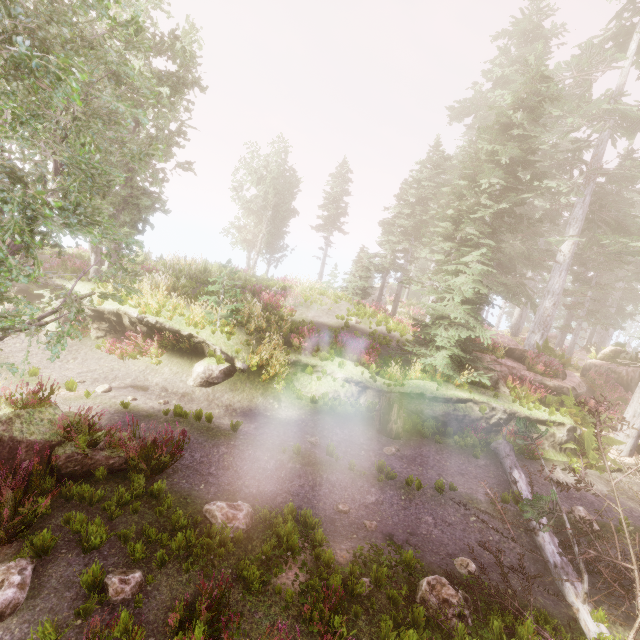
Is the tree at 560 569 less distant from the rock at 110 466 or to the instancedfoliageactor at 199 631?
the instancedfoliageactor at 199 631

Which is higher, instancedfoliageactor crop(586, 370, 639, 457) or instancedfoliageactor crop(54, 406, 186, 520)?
instancedfoliageactor crop(586, 370, 639, 457)

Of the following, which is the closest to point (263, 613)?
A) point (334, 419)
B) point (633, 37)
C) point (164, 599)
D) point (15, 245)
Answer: point (164, 599)

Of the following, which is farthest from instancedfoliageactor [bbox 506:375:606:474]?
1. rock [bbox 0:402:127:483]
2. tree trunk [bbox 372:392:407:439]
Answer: tree trunk [bbox 372:392:407:439]

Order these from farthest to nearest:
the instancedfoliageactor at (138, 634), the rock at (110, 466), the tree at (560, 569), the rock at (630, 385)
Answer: the rock at (630, 385) < the rock at (110, 466) < the tree at (560, 569) < the instancedfoliageactor at (138, 634)

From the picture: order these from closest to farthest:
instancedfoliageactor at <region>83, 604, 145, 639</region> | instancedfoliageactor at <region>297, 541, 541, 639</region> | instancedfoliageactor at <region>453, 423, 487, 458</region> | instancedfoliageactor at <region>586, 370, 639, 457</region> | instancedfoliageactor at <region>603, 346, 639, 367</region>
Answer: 1. instancedfoliageactor at <region>83, 604, 145, 639</region>
2. instancedfoliageactor at <region>297, 541, 541, 639</region>
3. instancedfoliageactor at <region>453, 423, 487, 458</region>
4. instancedfoliageactor at <region>586, 370, 639, 457</region>
5. instancedfoliageactor at <region>603, 346, 639, 367</region>

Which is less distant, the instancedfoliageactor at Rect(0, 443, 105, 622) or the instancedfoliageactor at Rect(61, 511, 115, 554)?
the instancedfoliageactor at Rect(0, 443, 105, 622)

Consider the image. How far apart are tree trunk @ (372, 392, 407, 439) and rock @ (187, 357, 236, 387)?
5.5m
